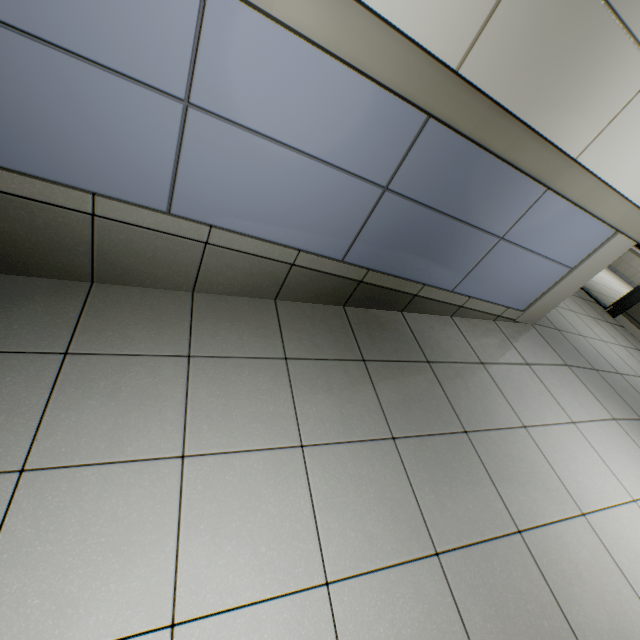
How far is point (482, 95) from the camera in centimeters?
143cm
